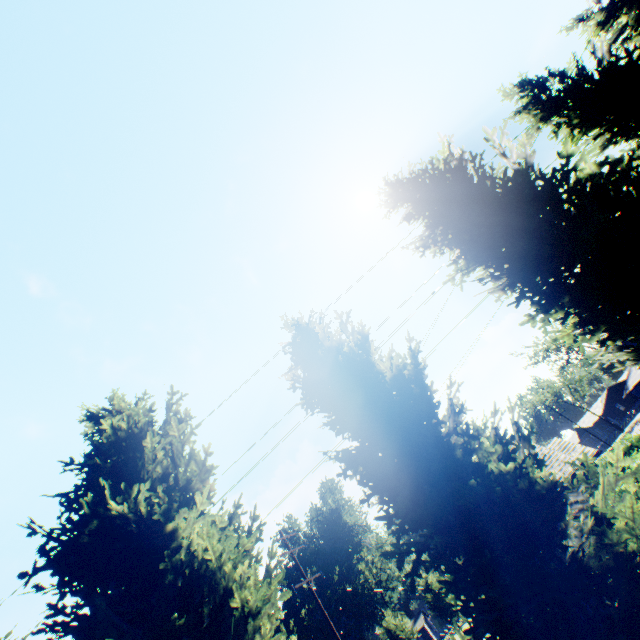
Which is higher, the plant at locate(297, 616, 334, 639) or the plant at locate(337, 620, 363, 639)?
the plant at locate(297, 616, 334, 639)

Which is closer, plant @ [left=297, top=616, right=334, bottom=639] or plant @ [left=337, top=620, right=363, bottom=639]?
plant @ [left=297, top=616, right=334, bottom=639]

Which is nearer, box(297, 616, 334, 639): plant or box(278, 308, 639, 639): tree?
box(278, 308, 639, 639): tree

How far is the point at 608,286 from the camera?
5.5m

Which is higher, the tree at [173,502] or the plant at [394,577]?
the plant at [394,577]

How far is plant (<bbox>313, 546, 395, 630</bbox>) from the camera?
54.69m

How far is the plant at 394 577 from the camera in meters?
54.7 m
